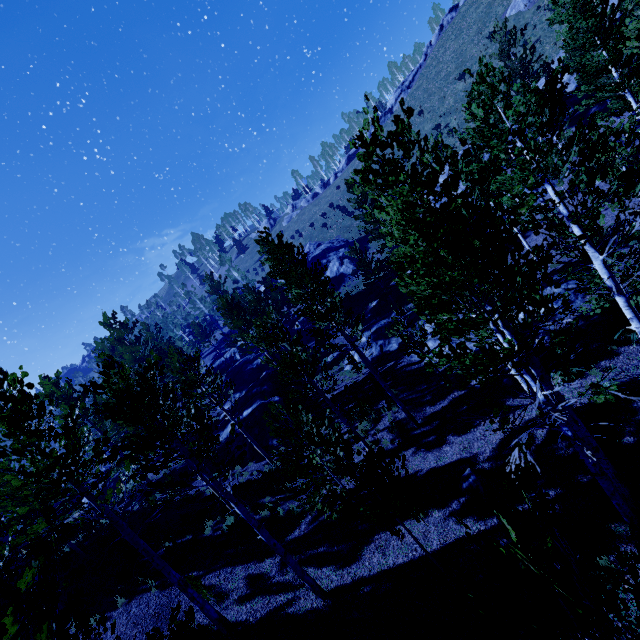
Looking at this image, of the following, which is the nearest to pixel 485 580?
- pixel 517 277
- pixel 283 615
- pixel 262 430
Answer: pixel 283 615

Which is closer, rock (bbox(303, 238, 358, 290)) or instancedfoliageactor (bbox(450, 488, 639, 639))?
instancedfoliageactor (bbox(450, 488, 639, 639))

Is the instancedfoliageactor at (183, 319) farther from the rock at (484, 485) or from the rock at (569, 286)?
the rock at (484, 485)

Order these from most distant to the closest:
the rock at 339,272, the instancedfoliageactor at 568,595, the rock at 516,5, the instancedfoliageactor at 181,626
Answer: the rock at 339,272
the rock at 516,5
the instancedfoliageactor at 181,626
the instancedfoliageactor at 568,595

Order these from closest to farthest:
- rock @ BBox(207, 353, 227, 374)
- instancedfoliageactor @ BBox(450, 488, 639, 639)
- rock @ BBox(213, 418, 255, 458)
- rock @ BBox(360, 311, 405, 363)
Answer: instancedfoliageactor @ BBox(450, 488, 639, 639)
rock @ BBox(213, 418, 255, 458)
rock @ BBox(360, 311, 405, 363)
rock @ BBox(207, 353, 227, 374)

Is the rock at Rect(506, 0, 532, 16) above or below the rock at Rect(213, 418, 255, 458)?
above

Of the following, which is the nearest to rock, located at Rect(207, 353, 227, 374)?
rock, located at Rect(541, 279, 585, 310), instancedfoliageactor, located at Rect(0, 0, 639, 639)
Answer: instancedfoliageactor, located at Rect(0, 0, 639, 639)

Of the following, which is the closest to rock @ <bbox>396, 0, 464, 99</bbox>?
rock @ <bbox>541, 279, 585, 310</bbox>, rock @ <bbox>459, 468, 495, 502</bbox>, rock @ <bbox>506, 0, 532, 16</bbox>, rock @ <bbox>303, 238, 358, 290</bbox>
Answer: rock @ <bbox>506, 0, 532, 16</bbox>
